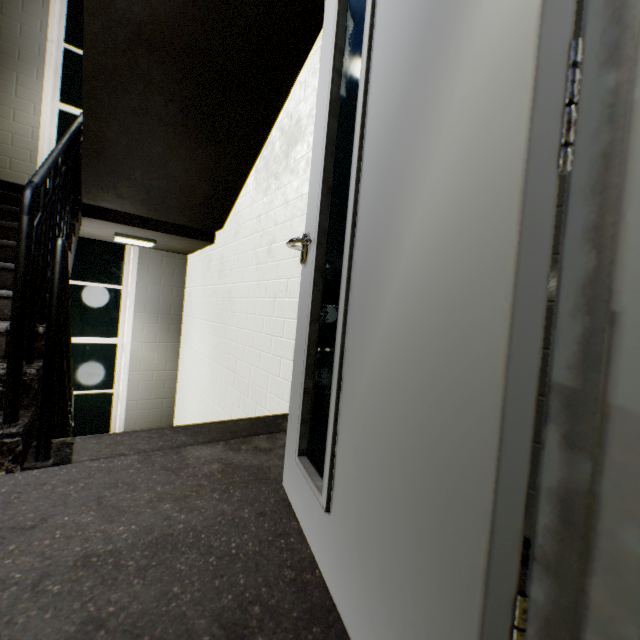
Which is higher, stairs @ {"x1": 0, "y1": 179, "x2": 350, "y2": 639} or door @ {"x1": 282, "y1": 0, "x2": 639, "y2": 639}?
door @ {"x1": 282, "y1": 0, "x2": 639, "y2": 639}

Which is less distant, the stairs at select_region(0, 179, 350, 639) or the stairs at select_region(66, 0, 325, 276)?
the stairs at select_region(0, 179, 350, 639)

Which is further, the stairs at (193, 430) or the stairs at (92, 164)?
the stairs at (92, 164)

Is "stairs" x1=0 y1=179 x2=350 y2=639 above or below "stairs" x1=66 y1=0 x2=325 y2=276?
below

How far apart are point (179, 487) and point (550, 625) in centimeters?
122cm

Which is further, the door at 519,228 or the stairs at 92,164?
the stairs at 92,164

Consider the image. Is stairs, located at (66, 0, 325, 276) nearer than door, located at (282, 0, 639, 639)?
No
